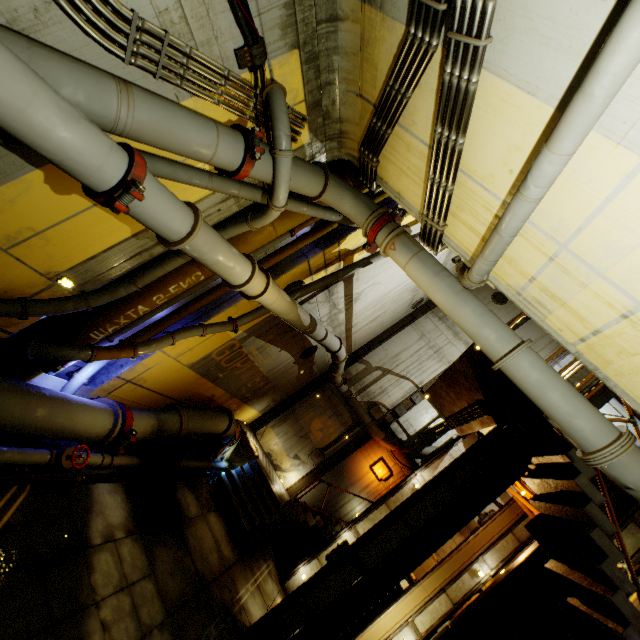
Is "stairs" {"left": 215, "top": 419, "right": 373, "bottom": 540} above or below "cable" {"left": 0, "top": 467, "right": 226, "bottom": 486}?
above

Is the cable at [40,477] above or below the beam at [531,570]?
below

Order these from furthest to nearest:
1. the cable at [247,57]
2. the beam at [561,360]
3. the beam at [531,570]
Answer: the beam at [561,360] → the beam at [531,570] → the cable at [247,57]

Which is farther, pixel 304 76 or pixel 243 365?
pixel 243 365

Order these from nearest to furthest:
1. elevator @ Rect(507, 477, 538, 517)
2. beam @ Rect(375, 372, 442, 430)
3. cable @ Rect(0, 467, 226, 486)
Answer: cable @ Rect(0, 467, 226, 486) → elevator @ Rect(507, 477, 538, 517) → beam @ Rect(375, 372, 442, 430)

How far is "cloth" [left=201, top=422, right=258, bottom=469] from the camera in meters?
11.4 m

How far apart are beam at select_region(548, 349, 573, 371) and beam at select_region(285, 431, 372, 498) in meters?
2.7

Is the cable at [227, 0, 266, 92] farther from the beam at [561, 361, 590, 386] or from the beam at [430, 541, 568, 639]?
the beam at [430, 541, 568, 639]
